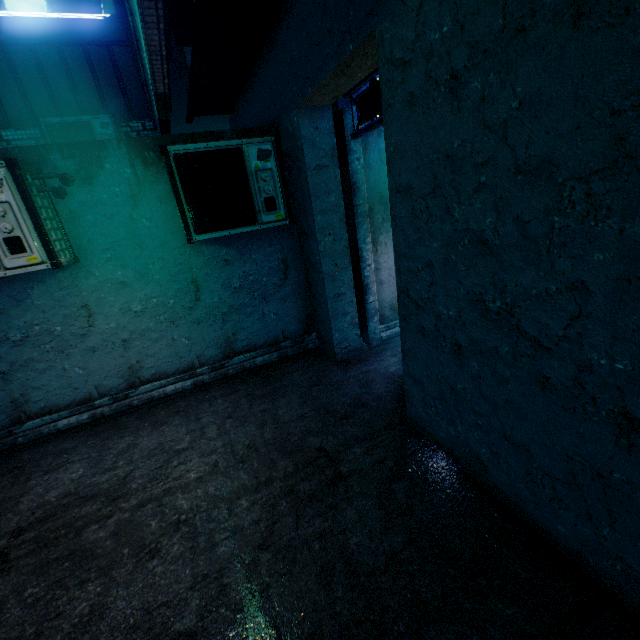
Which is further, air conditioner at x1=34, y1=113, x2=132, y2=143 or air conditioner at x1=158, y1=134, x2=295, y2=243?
air conditioner at x1=34, y1=113, x2=132, y2=143

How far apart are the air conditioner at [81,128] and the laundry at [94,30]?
3.6 meters

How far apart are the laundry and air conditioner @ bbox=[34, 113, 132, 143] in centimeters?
364cm

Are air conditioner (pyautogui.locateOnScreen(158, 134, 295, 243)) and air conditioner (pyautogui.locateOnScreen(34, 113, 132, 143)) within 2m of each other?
no

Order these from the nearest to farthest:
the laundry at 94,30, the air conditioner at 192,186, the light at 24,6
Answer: the light at 24,6 < the laundry at 94,30 < the air conditioner at 192,186

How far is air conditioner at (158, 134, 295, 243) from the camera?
3.1 meters

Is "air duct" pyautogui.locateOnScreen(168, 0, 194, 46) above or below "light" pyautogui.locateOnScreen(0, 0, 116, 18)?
above

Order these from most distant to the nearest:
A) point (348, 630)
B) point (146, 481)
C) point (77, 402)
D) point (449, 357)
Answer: point (77, 402) < point (146, 481) < point (449, 357) < point (348, 630)
